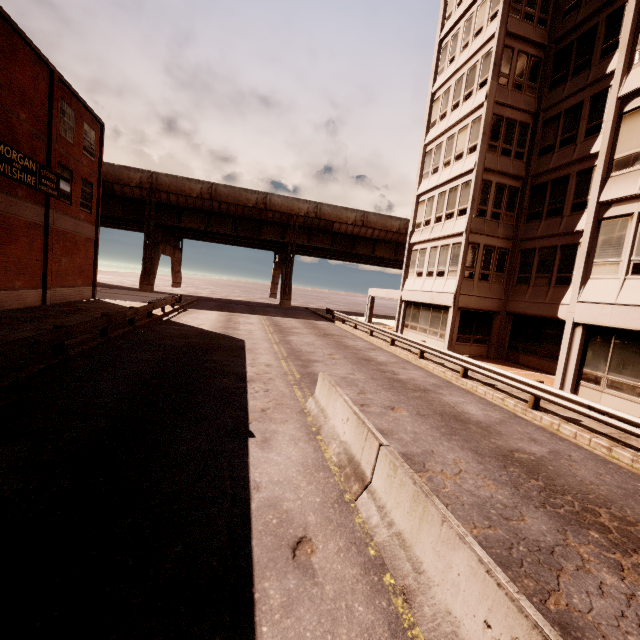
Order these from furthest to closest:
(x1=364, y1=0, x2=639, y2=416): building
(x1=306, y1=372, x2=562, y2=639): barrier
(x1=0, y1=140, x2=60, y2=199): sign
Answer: (x1=0, y1=140, x2=60, y2=199): sign
(x1=364, y1=0, x2=639, y2=416): building
(x1=306, y1=372, x2=562, y2=639): barrier

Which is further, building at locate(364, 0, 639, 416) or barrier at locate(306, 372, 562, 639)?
building at locate(364, 0, 639, 416)

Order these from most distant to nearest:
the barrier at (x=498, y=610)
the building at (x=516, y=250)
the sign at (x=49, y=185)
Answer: the sign at (x=49, y=185), the building at (x=516, y=250), the barrier at (x=498, y=610)

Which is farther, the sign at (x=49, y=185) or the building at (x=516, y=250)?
the sign at (x=49, y=185)

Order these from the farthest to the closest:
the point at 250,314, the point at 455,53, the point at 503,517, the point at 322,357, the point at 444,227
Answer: the point at 250,314
the point at 455,53
the point at 444,227
the point at 322,357
the point at 503,517

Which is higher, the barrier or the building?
the building

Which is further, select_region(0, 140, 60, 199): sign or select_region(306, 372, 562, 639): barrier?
select_region(0, 140, 60, 199): sign

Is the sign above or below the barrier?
above
